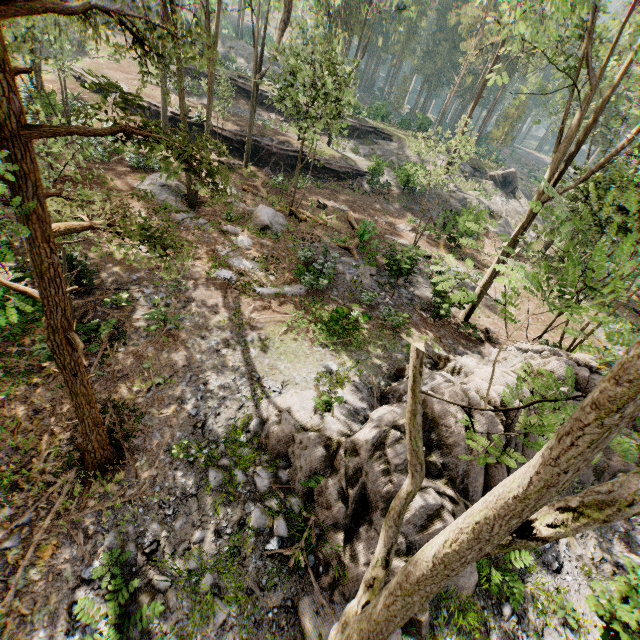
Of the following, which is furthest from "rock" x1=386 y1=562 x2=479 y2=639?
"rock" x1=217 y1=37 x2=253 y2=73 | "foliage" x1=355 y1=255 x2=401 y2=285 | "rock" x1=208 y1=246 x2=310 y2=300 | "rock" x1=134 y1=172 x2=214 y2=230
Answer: "rock" x1=217 y1=37 x2=253 y2=73

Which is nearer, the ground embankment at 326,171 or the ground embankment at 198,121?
the ground embankment at 198,121

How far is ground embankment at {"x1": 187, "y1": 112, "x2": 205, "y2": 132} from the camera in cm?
2695

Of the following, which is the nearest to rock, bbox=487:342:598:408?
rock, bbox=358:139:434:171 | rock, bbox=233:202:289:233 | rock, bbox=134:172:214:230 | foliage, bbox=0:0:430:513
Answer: foliage, bbox=0:0:430:513

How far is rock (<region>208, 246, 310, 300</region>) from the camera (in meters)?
13.16

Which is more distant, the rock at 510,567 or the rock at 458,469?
the rock at 510,567

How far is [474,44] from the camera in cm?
3102

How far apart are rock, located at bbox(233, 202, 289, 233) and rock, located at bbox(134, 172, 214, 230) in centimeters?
167cm
